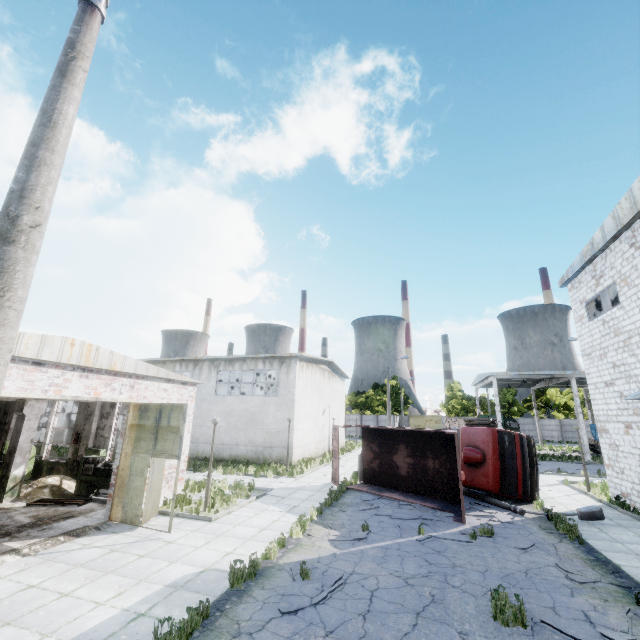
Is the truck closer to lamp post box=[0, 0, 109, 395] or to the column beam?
lamp post box=[0, 0, 109, 395]

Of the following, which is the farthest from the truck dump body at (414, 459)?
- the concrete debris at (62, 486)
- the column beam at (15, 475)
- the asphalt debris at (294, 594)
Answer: the column beam at (15, 475)

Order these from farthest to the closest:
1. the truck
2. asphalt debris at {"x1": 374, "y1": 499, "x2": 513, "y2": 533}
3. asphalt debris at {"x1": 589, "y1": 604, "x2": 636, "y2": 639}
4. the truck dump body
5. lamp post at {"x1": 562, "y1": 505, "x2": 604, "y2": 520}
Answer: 1. the truck
2. the truck dump body
3. lamp post at {"x1": 562, "y1": 505, "x2": 604, "y2": 520}
4. asphalt debris at {"x1": 374, "y1": 499, "x2": 513, "y2": 533}
5. asphalt debris at {"x1": 589, "y1": 604, "x2": 636, "y2": 639}

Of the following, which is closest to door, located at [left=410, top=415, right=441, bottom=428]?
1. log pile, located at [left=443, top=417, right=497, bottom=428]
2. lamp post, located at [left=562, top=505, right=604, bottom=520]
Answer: log pile, located at [left=443, top=417, right=497, bottom=428]

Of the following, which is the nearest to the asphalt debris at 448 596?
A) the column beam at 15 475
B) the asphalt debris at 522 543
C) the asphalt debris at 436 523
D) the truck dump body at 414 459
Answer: the asphalt debris at 522 543

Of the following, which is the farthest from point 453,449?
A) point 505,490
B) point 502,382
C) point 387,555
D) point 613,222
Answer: point 502,382

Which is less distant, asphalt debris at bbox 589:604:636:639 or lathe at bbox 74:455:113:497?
asphalt debris at bbox 589:604:636:639

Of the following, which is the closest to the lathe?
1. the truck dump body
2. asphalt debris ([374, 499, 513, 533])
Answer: asphalt debris ([374, 499, 513, 533])
